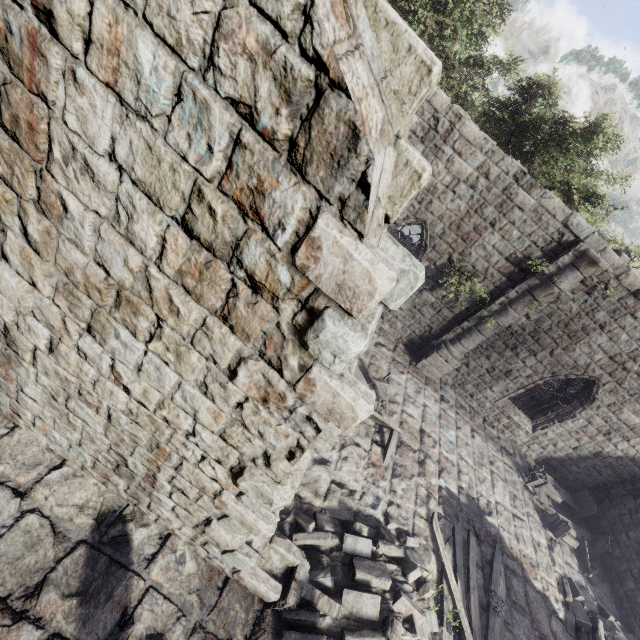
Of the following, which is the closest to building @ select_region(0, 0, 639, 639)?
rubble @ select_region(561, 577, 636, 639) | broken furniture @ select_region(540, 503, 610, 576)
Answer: rubble @ select_region(561, 577, 636, 639)

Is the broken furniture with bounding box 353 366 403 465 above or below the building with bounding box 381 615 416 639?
below

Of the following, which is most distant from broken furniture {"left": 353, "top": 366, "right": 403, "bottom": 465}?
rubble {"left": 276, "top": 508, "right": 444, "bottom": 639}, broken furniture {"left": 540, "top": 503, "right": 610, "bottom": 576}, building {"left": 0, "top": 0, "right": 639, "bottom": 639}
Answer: broken furniture {"left": 540, "top": 503, "right": 610, "bottom": 576}

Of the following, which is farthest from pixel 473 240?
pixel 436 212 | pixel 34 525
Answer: pixel 34 525

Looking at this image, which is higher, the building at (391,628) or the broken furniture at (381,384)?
the building at (391,628)

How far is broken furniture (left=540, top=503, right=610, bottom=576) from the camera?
10.9 meters

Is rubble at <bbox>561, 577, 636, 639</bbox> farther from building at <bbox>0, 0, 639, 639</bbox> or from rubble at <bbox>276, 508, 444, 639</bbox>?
rubble at <bbox>276, 508, 444, 639</bbox>

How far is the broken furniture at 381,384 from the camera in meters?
8.8
